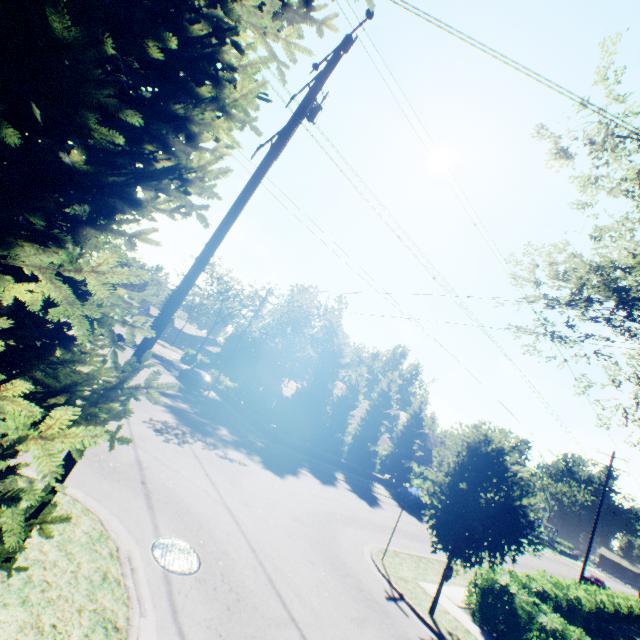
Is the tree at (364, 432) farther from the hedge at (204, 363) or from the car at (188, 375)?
the car at (188, 375)

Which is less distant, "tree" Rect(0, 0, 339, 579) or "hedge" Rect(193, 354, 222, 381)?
"tree" Rect(0, 0, 339, 579)

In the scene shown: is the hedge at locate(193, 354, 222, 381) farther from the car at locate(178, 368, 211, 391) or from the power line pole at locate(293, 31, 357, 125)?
the power line pole at locate(293, 31, 357, 125)

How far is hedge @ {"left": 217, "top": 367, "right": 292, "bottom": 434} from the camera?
25.89m

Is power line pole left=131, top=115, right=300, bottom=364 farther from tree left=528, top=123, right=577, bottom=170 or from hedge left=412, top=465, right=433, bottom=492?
hedge left=412, top=465, right=433, bottom=492

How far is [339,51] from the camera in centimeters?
715cm

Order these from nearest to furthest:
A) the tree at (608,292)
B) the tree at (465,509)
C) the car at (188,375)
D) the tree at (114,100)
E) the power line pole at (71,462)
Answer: the tree at (114,100)
the power line pole at (71,462)
the tree at (465,509)
the tree at (608,292)
the car at (188,375)

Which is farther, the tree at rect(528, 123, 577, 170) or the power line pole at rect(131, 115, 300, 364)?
the tree at rect(528, 123, 577, 170)
